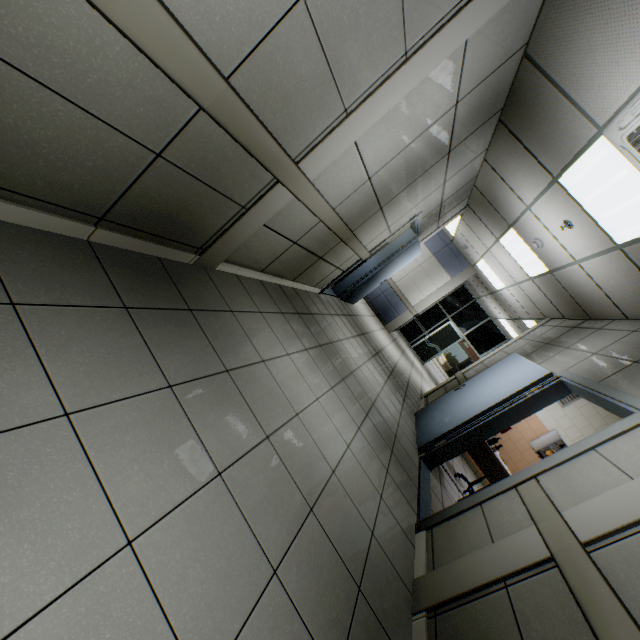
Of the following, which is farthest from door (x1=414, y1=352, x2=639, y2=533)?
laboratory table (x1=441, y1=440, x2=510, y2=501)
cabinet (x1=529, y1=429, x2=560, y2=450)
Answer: cabinet (x1=529, y1=429, x2=560, y2=450)

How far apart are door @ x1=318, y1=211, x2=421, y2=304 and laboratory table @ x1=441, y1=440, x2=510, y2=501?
3.2 meters

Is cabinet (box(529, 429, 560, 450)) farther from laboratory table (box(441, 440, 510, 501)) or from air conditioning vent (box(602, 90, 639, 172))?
air conditioning vent (box(602, 90, 639, 172))

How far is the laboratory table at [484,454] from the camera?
4.43m

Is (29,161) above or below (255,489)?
above

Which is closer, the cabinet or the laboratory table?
the laboratory table

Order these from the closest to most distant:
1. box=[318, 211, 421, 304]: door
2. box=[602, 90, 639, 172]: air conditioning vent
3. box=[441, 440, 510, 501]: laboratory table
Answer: box=[602, 90, 639, 172]: air conditioning vent, box=[441, 440, 510, 501]: laboratory table, box=[318, 211, 421, 304]: door

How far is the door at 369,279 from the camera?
5.69m
